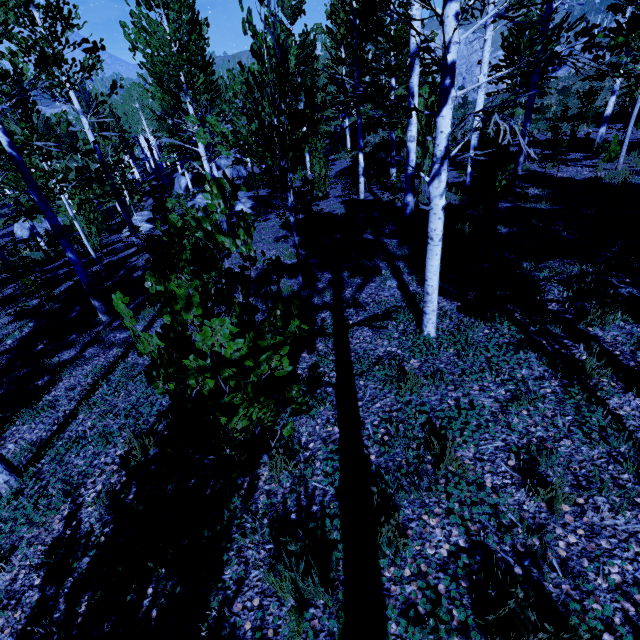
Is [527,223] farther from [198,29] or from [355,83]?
[198,29]

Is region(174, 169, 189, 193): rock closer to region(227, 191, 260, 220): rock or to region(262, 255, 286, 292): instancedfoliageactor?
region(262, 255, 286, 292): instancedfoliageactor

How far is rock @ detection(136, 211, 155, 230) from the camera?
19.3 meters

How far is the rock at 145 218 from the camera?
19.3 meters

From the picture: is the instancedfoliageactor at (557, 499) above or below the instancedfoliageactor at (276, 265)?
below

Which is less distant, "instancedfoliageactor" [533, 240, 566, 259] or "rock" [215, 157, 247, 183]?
"instancedfoliageactor" [533, 240, 566, 259]

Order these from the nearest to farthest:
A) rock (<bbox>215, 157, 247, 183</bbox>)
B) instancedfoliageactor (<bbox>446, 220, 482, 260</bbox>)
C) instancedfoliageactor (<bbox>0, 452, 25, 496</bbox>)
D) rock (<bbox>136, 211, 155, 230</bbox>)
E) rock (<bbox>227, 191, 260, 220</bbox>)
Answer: instancedfoliageactor (<bbox>0, 452, 25, 496</bbox>)
instancedfoliageactor (<bbox>446, 220, 482, 260</bbox>)
rock (<bbox>227, 191, 260, 220</bbox>)
rock (<bbox>136, 211, 155, 230</bbox>)
rock (<bbox>215, 157, 247, 183</bbox>)

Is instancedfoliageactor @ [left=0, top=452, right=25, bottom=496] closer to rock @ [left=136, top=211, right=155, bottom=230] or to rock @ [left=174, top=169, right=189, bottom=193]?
rock @ [left=174, top=169, right=189, bottom=193]
